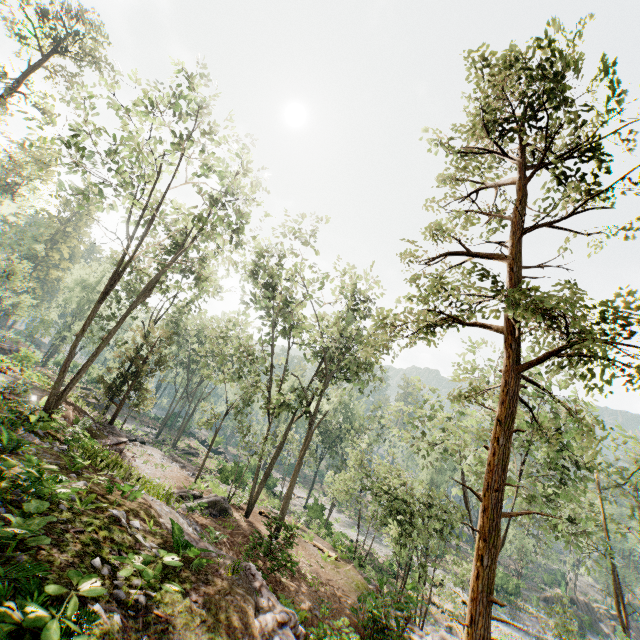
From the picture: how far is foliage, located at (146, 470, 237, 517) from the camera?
13.9 meters

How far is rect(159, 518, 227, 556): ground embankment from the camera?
7.5m

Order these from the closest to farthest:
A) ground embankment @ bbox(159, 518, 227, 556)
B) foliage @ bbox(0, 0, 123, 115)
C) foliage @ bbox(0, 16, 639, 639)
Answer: foliage @ bbox(0, 16, 639, 639), ground embankment @ bbox(159, 518, 227, 556), foliage @ bbox(0, 0, 123, 115)

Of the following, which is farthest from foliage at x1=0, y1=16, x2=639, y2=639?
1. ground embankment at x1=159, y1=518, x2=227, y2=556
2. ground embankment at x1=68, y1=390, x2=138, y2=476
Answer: ground embankment at x1=159, y1=518, x2=227, y2=556

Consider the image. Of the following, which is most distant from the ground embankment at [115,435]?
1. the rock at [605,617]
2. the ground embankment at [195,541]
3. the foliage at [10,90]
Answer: the rock at [605,617]

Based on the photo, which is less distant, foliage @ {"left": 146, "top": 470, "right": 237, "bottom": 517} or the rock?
foliage @ {"left": 146, "top": 470, "right": 237, "bottom": 517}

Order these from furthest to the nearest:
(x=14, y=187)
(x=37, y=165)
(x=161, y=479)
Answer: (x=14, y=187) < (x=37, y=165) < (x=161, y=479)

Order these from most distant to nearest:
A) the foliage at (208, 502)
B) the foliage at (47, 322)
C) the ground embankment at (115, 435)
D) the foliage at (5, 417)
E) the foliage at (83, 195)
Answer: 1. the foliage at (47, 322)
2. the foliage at (83, 195)
3. the foliage at (208, 502)
4. the ground embankment at (115, 435)
5. the foliage at (5, 417)
